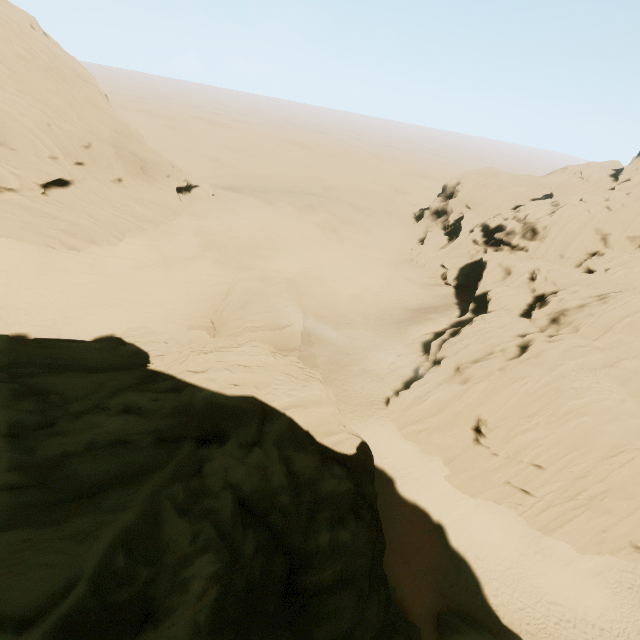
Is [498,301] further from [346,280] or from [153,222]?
[153,222]

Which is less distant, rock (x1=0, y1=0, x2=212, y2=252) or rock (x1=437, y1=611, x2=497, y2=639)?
rock (x1=437, y1=611, x2=497, y2=639)

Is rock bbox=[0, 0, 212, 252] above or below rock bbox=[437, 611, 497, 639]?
above

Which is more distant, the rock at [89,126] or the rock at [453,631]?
the rock at [89,126]

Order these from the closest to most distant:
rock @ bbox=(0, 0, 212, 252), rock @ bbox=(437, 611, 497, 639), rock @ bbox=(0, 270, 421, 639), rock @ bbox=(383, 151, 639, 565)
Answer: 1. rock @ bbox=(0, 270, 421, 639)
2. rock @ bbox=(437, 611, 497, 639)
3. rock @ bbox=(383, 151, 639, 565)
4. rock @ bbox=(0, 0, 212, 252)
